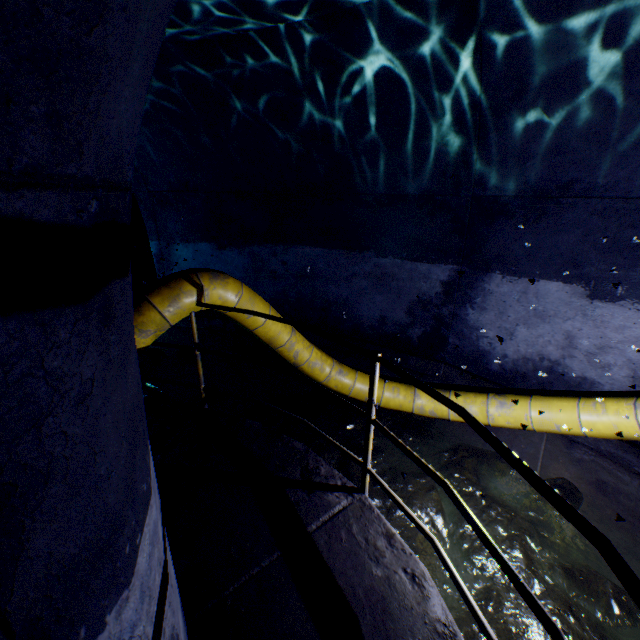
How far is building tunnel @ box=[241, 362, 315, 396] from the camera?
5.41m

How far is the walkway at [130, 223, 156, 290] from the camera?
10.55m

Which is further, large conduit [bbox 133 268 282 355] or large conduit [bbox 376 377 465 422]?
large conduit [bbox 376 377 465 422]

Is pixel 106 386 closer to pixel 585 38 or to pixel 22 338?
pixel 22 338

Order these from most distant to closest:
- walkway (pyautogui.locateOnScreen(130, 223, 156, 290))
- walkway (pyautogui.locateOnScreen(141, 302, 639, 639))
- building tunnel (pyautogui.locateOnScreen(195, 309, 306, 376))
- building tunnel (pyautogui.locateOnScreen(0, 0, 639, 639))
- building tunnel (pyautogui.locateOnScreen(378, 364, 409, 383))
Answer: walkway (pyautogui.locateOnScreen(130, 223, 156, 290))
building tunnel (pyautogui.locateOnScreen(195, 309, 306, 376))
building tunnel (pyautogui.locateOnScreen(378, 364, 409, 383))
walkway (pyautogui.locateOnScreen(141, 302, 639, 639))
building tunnel (pyautogui.locateOnScreen(0, 0, 639, 639))

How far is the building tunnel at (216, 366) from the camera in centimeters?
568cm

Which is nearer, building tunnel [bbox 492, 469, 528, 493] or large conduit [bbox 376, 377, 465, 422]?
building tunnel [bbox 492, 469, 528, 493]
